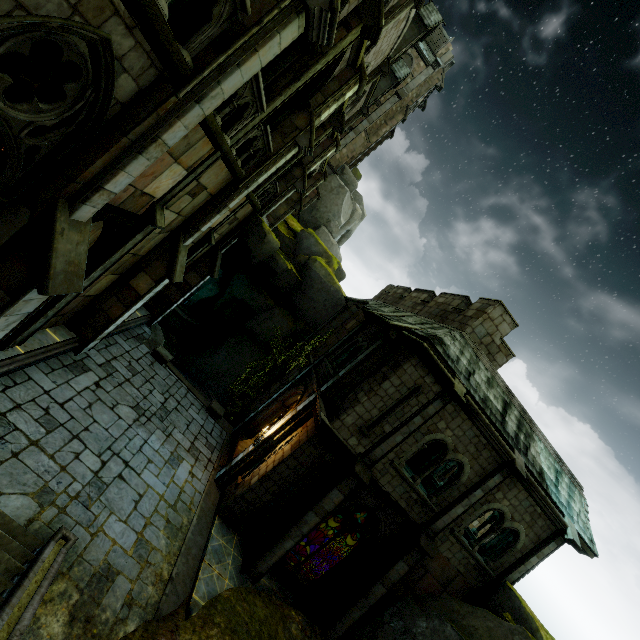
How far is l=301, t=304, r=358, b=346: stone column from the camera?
20.7m

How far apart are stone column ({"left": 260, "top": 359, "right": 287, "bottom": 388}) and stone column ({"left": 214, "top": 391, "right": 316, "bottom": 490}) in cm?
721

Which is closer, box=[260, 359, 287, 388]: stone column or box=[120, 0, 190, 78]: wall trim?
box=[120, 0, 190, 78]: wall trim

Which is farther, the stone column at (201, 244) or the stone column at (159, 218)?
the stone column at (201, 244)

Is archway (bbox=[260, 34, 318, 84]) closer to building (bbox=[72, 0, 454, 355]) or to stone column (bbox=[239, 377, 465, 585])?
building (bbox=[72, 0, 454, 355])

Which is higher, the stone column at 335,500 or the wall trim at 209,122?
the wall trim at 209,122

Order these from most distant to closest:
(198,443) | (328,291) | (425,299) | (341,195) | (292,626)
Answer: (341,195), (328,291), (425,299), (198,443), (292,626)

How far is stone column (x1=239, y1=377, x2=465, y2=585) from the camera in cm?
1075
